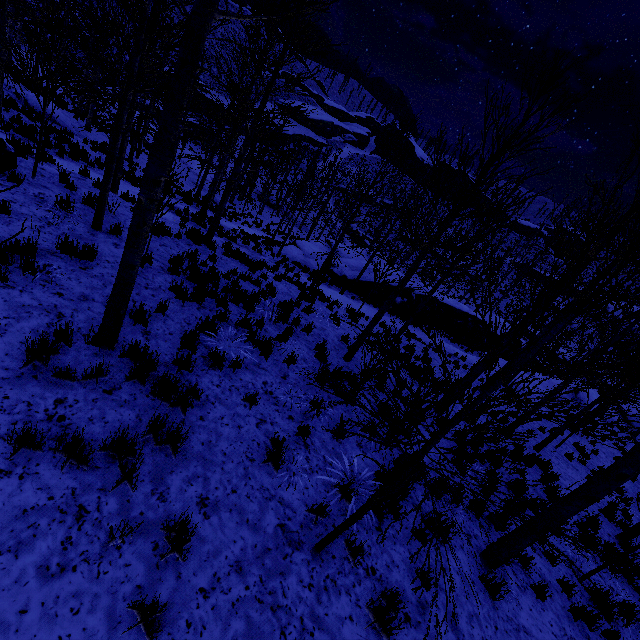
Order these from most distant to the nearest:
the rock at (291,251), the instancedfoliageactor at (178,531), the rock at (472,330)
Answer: the rock at (291,251), the rock at (472,330), the instancedfoliageactor at (178,531)

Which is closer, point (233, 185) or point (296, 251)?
point (233, 185)

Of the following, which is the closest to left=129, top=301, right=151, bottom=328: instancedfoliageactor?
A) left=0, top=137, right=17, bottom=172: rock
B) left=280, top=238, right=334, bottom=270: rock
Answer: left=0, top=137, right=17, bottom=172: rock

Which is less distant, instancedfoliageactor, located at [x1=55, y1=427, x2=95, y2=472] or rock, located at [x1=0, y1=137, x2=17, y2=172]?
instancedfoliageactor, located at [x1=55, y1=427, x2=95, y2=472]

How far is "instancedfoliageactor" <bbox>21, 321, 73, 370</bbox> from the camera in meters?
3.9

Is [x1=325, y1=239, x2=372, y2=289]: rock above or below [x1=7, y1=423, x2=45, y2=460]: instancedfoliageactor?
below

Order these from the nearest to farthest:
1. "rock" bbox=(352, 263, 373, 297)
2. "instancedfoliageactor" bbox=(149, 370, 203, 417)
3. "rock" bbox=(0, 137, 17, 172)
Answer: "instancedfoliageactor" bbox=(149, 370, 203, 417) → "rock" bbox=(0, 137, 17, 172) → "rock" bbox=(352, 263, 373, 297)

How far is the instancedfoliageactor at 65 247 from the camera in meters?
5.9 m
